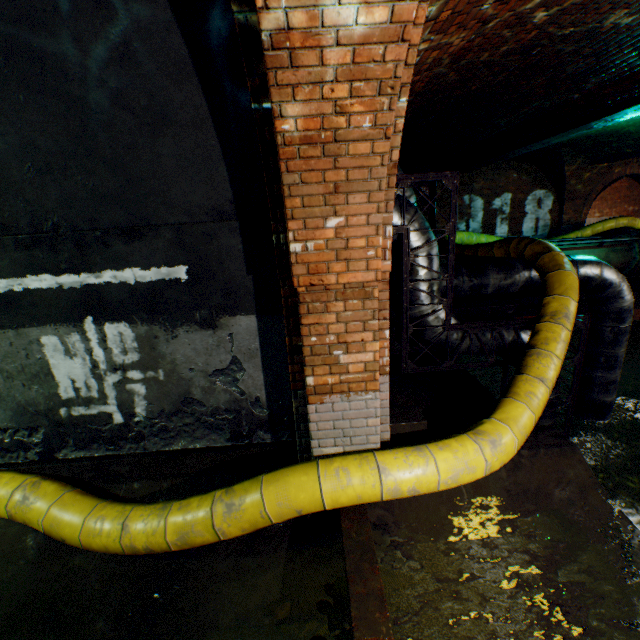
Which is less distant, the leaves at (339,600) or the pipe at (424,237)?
the leaves at (339,600)

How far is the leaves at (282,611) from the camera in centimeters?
248cm

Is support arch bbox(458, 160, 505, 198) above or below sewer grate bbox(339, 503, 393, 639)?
above

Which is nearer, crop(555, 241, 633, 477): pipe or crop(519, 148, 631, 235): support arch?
crop(555, 241, 633, 477): pipe

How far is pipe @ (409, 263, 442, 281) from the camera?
4.4 meters

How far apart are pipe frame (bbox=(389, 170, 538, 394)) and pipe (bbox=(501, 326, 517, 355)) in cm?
4

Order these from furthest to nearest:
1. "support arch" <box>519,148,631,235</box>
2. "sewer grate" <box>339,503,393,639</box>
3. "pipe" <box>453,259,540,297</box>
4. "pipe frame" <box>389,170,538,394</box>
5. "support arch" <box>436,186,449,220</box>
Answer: "support arch" <box>436,186,449,220</box> → "support arch" <box>519,148,631,235</box> → "pipe" <box>453,259,540,297</box> → "pipe frame" <box>389,170,538,394</box> → "sewer grate" <box>339,503,393,639</box>

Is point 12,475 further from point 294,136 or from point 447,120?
point 447,120
